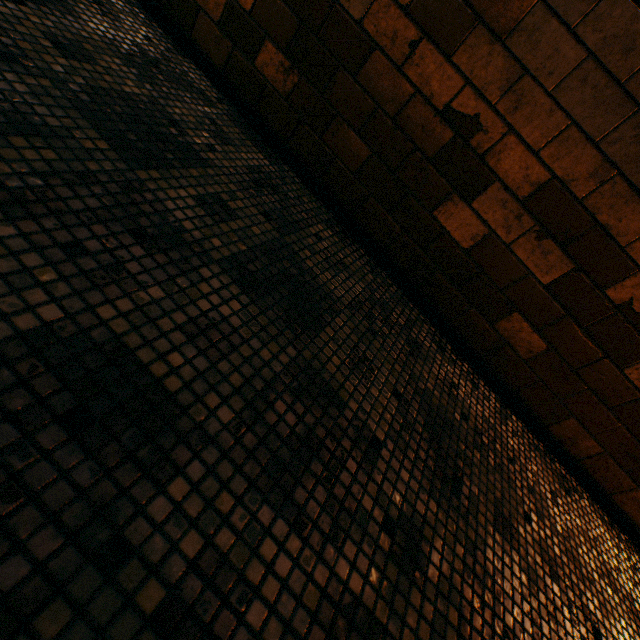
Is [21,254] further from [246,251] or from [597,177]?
[597,177]
